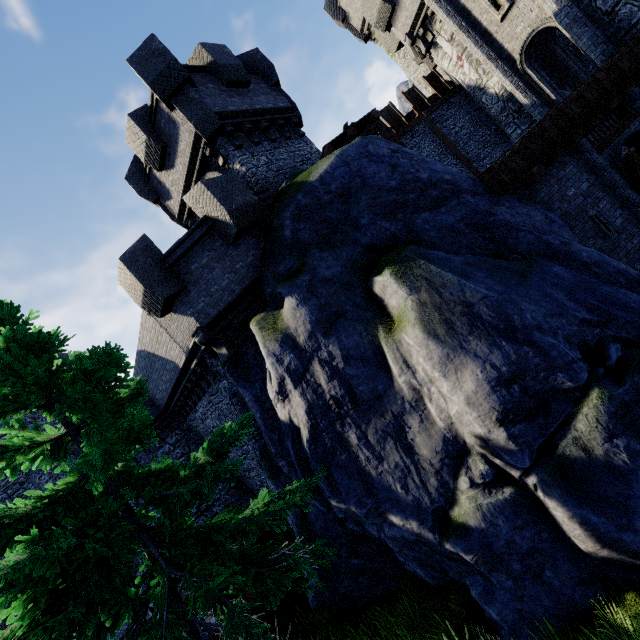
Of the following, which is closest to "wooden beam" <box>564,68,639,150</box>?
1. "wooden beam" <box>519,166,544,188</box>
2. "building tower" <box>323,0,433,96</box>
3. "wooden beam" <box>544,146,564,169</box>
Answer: "wooden beam" <box>544,146,564,169</box>

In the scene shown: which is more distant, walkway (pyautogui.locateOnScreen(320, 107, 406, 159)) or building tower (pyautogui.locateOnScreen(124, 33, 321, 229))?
walkway (pyautogui.locateOnScreen(320, 107, 406, 159))

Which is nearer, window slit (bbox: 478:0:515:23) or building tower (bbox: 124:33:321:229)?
building tower (bbox: 124:33:321:229)

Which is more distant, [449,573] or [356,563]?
[356,563]

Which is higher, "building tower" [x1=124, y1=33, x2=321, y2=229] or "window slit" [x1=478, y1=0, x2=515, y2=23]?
"building tower" [x1=124, y1=33, x2=321, y2=229]

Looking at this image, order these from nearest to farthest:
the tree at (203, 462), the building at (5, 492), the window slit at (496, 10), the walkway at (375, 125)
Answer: the tree at (203, 462) < the walkway at (375, 125) < the window slit at (496, 10) < the building at (5, 492)

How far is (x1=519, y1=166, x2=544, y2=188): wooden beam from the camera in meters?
9.0 m

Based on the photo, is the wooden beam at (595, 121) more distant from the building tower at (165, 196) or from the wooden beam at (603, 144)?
the building tower at (165, 196)
